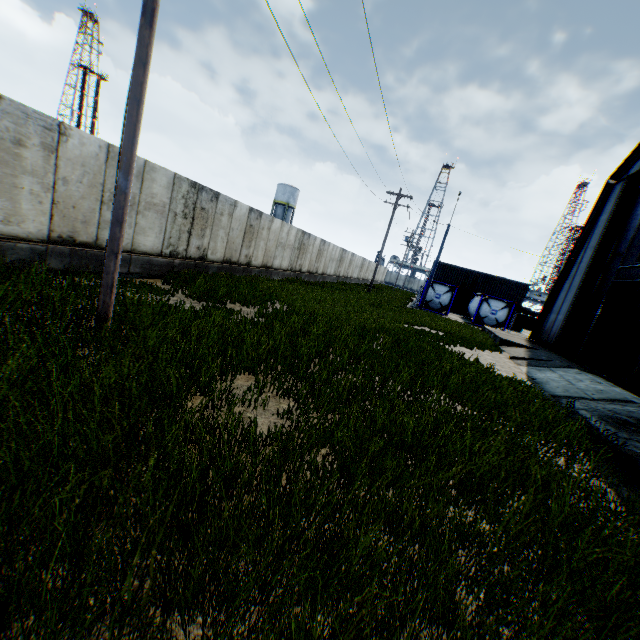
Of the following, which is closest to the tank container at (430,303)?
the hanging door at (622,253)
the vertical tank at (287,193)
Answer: the hanging door at (622,253)

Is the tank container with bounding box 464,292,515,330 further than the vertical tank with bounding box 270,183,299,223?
No

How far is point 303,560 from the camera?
2.4 meters

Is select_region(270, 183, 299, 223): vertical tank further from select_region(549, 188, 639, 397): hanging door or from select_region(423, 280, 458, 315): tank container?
select_region(549, 188, 639, 397): hanging door

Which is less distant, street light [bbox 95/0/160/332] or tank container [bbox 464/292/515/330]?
street light [bbox 95/0/160/332]

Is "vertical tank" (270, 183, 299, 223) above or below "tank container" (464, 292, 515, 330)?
above

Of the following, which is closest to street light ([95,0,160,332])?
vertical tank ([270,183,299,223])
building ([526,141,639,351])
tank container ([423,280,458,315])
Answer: building ([526,141,639,351])

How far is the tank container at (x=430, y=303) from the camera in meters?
31.2 m
